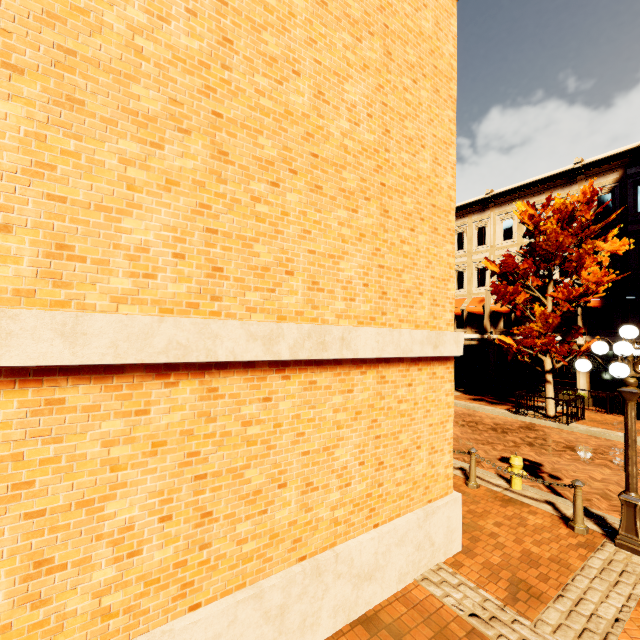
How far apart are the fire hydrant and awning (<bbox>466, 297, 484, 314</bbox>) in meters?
16.0

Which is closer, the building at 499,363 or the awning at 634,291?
the awning at 634,291

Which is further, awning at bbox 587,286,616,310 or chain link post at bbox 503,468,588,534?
awning at bbox 587,286,616,310

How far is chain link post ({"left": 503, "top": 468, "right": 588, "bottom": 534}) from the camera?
5.7 meters

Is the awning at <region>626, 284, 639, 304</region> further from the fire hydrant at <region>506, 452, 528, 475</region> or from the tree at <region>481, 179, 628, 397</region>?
the fire hydrant at <region>506, 452, 528, 475</region>

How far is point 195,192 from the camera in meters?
3.0 m

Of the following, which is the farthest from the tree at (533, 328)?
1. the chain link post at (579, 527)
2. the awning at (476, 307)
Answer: the chain link post at (579, 527)

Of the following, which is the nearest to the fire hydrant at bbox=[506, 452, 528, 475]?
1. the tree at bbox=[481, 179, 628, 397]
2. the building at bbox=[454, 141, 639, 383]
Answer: the tree at bbox=[481, 179, 628, 397]
